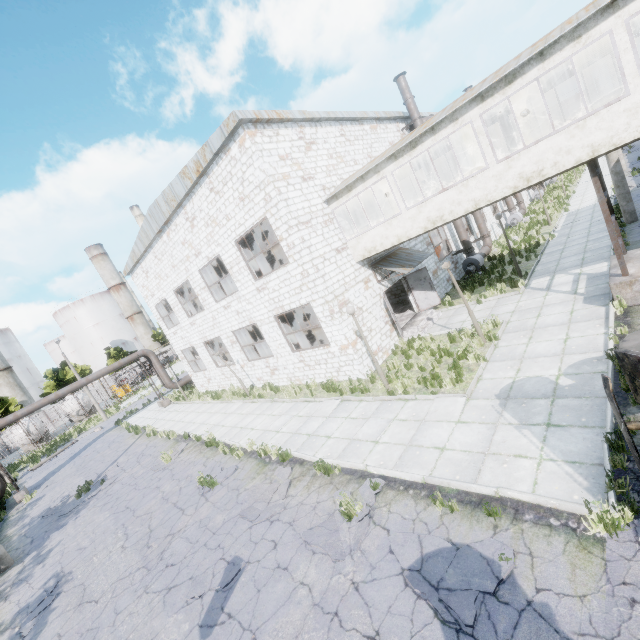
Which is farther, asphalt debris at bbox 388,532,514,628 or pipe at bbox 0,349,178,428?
pipe at bbox 0,349,178,428

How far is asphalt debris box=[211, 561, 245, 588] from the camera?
6.9 meters

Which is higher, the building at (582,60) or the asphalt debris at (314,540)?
the building at (582,60)

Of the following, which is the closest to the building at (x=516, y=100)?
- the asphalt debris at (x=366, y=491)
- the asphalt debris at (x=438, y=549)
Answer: A: the asphalt debris at (x=366, y=491)

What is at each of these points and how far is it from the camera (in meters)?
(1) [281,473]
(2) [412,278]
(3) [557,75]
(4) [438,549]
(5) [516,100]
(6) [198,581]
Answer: (1) asphalt debris, 9.87
(2) door, 17.09
(3) building, 10.59
(4) asphalt debris, 5.46
(5) building, 11.48
(6) asphalt debris, 7.32

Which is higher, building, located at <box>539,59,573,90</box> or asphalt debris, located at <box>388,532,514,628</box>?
→ building, located at <box>539,59,573,90</box>

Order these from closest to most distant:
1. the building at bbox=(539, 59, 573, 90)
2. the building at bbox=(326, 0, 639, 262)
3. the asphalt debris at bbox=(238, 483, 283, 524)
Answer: the building at bbox=(326, 0, 639, 262) → the asphalt debris at bbox=(238, 483, 283, 524) → the building at bbox=(539, 59, 573, 90)

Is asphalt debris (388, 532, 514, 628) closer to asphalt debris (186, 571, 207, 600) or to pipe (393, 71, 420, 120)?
asphalt debris (186, 571, 207, 600)
